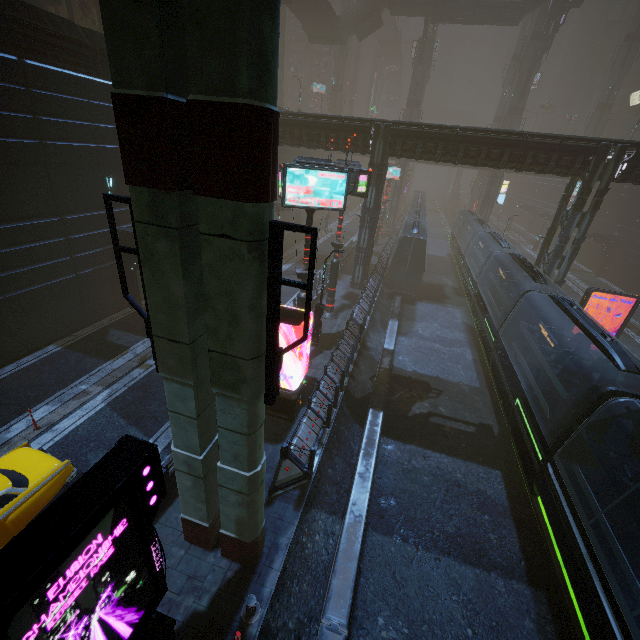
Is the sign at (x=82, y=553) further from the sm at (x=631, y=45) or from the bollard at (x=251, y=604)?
the sm at (x=631, y=45)

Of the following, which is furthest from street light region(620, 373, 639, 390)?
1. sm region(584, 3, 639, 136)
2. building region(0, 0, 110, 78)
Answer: sm region(584, 3, 639, 136)

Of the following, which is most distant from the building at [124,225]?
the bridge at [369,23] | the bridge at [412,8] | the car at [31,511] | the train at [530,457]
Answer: the bridge at [369,23]

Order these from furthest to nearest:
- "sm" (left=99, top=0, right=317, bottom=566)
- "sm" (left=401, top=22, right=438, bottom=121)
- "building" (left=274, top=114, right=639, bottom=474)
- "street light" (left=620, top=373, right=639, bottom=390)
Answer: "sm" (left=401, top=22, right=438, bottom=121)
"building" (left=274, top=114, right=639, bottom=474)
"street light" (left=620, top=373, right=639, bottom=390)
"sm" (left=99, top=0, right=317, bottom=566)

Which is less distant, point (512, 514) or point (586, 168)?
point (512, 514)

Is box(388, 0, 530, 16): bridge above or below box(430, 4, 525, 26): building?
above

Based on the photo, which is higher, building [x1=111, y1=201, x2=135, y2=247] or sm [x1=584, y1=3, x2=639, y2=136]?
sm [x1=584, y1=3, x2=639, y2=136]

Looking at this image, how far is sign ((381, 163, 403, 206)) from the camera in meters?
40.9
